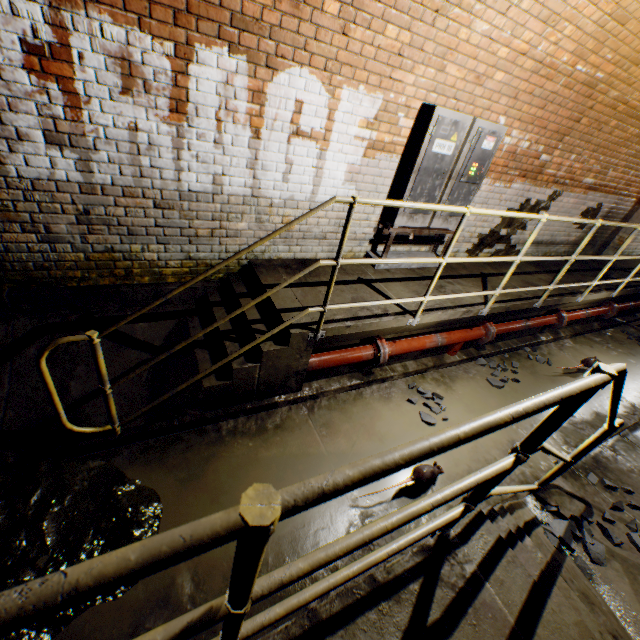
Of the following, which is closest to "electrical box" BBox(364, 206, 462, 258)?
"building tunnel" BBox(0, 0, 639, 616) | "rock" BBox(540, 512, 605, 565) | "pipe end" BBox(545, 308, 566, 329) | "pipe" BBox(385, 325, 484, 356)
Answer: "building tunnel" BBox(0, 0, 639, 616)

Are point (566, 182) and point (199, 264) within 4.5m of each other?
no

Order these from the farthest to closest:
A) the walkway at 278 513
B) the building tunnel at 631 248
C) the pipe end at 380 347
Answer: the building tunnel at 631 248, the pipe end at 380 347, the walkway at 278 513

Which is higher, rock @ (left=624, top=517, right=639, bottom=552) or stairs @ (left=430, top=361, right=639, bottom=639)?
stairs @ (left=430, top=361, right=639, bottom=639)

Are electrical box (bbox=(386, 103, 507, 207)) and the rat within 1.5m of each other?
no

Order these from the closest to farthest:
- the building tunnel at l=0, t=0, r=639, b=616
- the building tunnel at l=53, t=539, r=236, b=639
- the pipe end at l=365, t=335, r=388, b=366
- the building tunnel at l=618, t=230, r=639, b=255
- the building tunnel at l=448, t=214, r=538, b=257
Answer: the building tunnel at l=53, t=539, r=236, b=639, the building tunnel at l=0, t=0, r=639, b=616, the pipe end at l=365, t=335, r=388, b=366, the building tunnel at l=448, t=214, r=538, b=257, the building tunnel at l=618, t=230, r=639, b=255

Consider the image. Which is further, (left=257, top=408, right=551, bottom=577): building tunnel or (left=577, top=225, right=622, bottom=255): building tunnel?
(left=577, top=225, right=622, bottom=255): building tunnel

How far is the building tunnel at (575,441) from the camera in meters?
3.9
